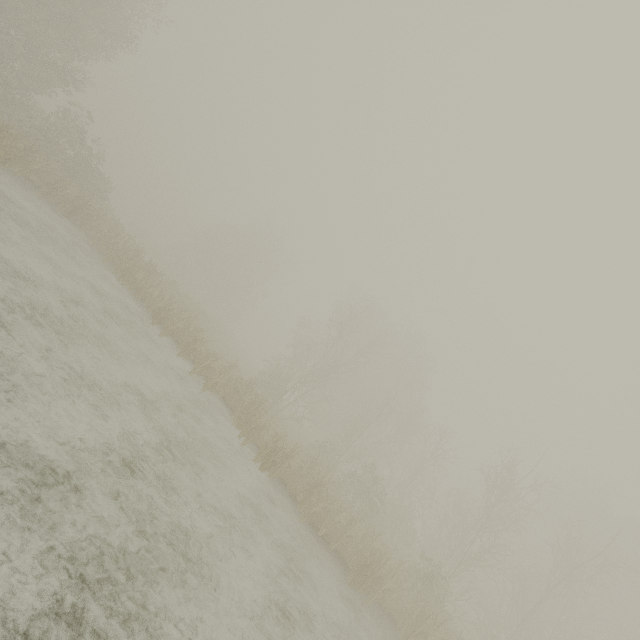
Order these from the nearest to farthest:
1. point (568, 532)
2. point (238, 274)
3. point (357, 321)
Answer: point (568, 532) < point (357, 321) < point (238, 274)
